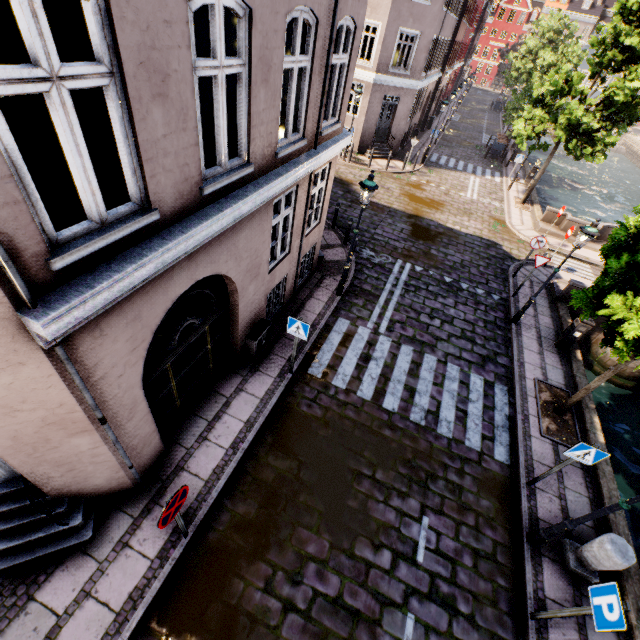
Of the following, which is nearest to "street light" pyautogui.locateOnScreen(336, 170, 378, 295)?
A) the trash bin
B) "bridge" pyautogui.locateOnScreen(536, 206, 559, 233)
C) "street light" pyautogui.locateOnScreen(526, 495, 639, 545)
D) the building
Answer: the building

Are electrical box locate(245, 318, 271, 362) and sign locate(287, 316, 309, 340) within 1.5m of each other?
yes

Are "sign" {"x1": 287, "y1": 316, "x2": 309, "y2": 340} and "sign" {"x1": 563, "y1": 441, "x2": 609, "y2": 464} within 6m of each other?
yes

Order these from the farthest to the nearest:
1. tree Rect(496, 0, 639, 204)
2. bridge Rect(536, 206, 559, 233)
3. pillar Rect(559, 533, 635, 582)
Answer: bridge Rect(536, 206, 559, 233), tree Rect(496, 0, 639, 204), pillar Rect(559, 533, 635, 582)

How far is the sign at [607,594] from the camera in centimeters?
400cm

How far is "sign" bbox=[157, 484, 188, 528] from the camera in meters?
4.0

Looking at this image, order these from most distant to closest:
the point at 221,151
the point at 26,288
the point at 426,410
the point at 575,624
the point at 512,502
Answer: the point at 426,410
the point at 512,502
the point at 575,624
the point at 221,151
the point at 26,288

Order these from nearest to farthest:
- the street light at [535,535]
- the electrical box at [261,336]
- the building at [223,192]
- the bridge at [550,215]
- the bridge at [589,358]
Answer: the building at [223,192], the street light at [535,535], the electrical box at [261,336], the bridge at [589,358], the bridge at [550,215]
